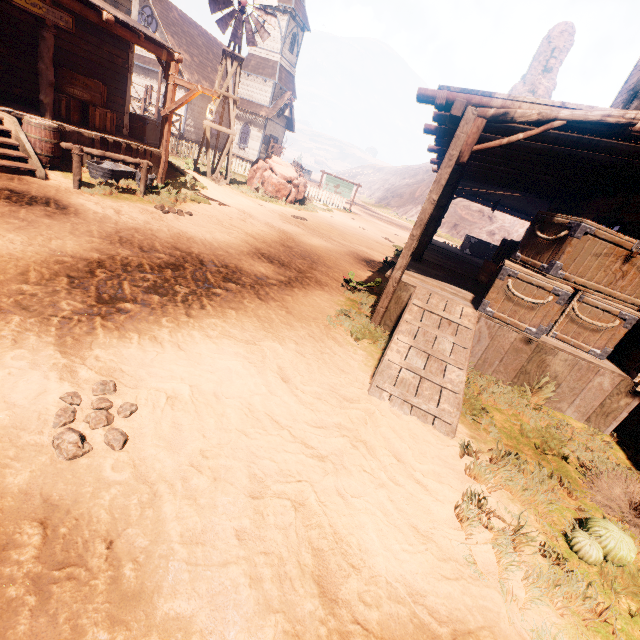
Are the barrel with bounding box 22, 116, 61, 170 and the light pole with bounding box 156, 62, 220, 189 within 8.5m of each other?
yes

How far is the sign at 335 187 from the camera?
25.2 meters

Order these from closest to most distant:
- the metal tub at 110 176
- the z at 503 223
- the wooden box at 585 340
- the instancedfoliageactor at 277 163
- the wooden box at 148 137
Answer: the wooden box at 585 340 < the metal tub at 110 176 < the wooden box at 148 137 < the instancedfoliageactor at 277 163 < the z at 503 223

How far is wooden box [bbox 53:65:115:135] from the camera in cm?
863

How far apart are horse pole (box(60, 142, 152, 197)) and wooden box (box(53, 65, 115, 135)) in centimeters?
Answer: 271cm

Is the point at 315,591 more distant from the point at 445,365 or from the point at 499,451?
the point at 445,365

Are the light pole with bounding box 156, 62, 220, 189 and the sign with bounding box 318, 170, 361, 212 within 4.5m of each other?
no

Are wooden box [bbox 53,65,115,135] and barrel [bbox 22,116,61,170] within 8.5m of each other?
yes
